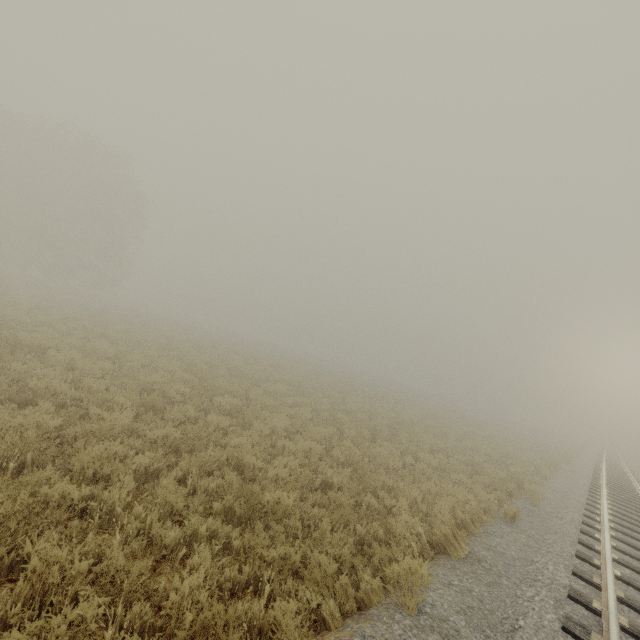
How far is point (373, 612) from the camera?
3.78m
